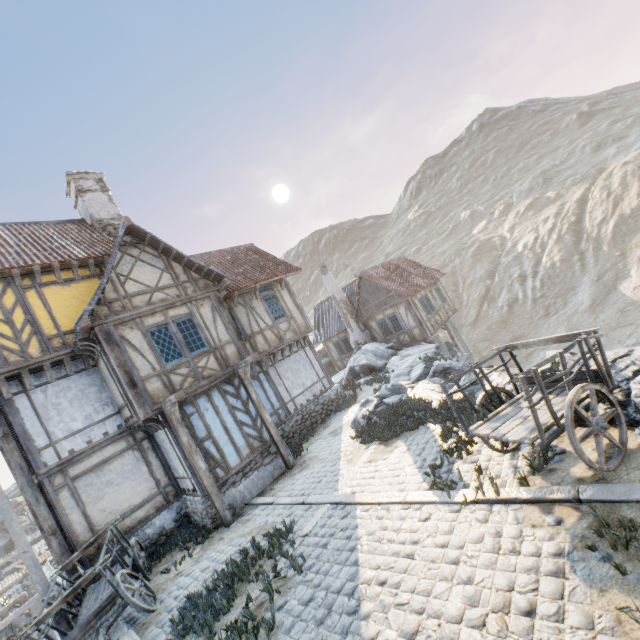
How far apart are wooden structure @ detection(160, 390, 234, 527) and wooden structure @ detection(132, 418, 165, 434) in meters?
0.9

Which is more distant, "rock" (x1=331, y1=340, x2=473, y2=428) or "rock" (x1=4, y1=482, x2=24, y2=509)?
"rock" (x1=4, y1=482, x2=24, y2=509)

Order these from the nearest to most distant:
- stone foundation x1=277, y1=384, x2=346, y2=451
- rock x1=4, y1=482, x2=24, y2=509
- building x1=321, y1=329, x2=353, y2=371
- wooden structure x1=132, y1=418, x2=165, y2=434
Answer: wooden structure x1=132, y1=418, x2=165, y2=434, stone foundation x1=277, y1=384, x2=346, y2=451, building x1=321, y1=329, x2=353, y2=371, rock x1=4, y1=482, x2=24, y2=509

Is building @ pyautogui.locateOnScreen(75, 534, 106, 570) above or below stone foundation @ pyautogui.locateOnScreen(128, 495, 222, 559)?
above

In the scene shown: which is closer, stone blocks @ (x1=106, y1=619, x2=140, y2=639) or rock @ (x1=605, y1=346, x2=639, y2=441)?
rock @ (x1=605, y1=346, x2=639, y2=441)

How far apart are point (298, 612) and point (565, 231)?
51.7m

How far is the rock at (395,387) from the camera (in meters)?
11.14

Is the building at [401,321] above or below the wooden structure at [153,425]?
below
